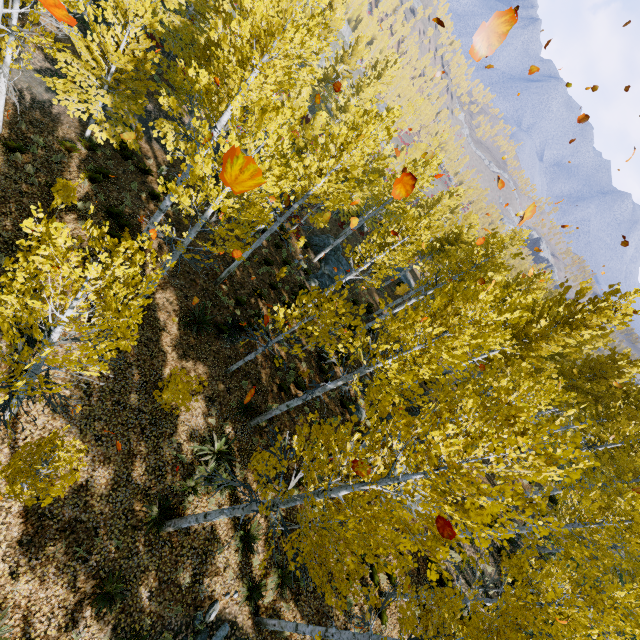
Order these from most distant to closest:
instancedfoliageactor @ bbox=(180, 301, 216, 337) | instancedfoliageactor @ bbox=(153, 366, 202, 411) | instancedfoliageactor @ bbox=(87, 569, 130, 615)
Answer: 1. instancedfoliageactor @ bbox=(180, 301, 216, 337)
2. instancedfoliageactor @ bbox=(153, 366, 202, 411)
3. instancedfoliageactor @ bbox=(87, 569, 130, 615)

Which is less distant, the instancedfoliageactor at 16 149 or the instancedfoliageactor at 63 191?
the instancedfoliageactor at 63 191

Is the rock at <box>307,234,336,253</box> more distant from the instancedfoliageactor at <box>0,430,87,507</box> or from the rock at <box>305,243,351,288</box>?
the instancedfoliageactor at <box>0,430,87,507</box>

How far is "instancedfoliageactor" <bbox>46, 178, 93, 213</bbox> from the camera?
9.4m

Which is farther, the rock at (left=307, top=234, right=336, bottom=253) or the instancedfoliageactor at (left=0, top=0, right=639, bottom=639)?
the rock at (left=307, top=234, right=336, bottom=253)

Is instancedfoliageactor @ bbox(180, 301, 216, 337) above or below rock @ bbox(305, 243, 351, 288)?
above

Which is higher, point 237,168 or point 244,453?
point 237,168

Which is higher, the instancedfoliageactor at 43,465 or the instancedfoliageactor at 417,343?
the instancedfoliageactor at 417,343
